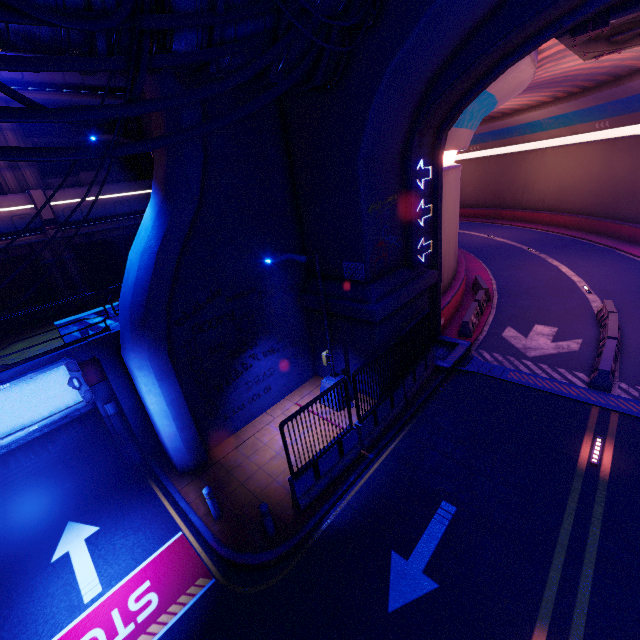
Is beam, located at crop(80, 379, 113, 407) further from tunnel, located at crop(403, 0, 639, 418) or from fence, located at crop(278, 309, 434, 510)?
tunnel, located at crop(403, 0, 639, 418)

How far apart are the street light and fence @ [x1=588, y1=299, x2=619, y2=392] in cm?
838

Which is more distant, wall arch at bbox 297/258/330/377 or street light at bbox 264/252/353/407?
wall arch at bbox 297/258/330/377

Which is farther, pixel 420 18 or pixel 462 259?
pixel 462 259

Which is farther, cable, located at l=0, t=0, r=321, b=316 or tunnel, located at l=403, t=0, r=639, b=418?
tunnel, located at l=403, t=0, r=639, b=418

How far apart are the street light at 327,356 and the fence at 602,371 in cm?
838

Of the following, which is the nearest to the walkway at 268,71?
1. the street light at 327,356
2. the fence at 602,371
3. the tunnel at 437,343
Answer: the tunnel at 437,343

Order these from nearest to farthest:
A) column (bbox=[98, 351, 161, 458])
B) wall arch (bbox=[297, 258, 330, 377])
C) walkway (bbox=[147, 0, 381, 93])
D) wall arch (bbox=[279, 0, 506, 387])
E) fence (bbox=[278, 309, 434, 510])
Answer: walkway (bbox=[147, 0, 381, 93]), wall arch (bbox=[279, 0, 506, 387]), fence (bbox=[278, 309, 434, 510]), column (bbox=[98, 351, 161, 458]), wall arch (bbox=[297, 258, 330, 377])
